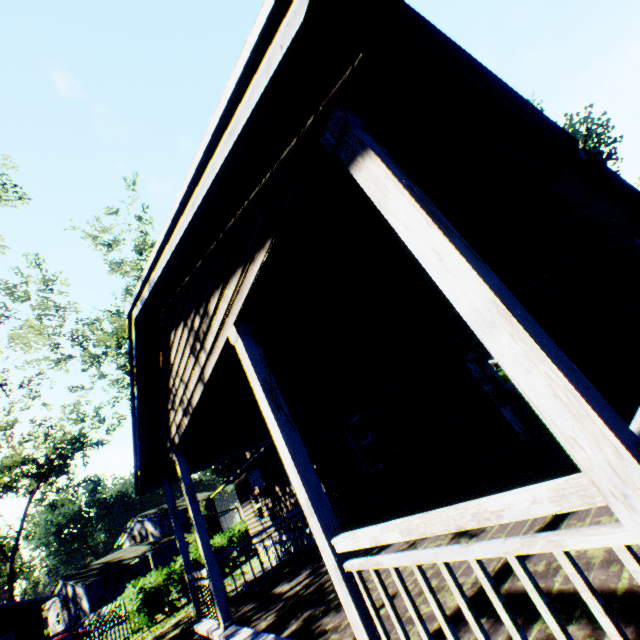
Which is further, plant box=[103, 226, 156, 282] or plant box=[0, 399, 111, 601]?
plant box=[0, 399, 111, 601]

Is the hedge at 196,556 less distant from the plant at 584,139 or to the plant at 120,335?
the plant at 120,335

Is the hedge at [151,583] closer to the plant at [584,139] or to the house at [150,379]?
the house at [150,379]

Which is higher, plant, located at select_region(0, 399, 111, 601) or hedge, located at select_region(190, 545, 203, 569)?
plant, located at select_region(0, 399, 111, 601)

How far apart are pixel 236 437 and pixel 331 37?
9.04m

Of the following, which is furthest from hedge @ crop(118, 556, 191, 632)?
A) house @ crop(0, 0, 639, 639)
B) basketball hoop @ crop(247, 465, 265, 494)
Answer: basketball hoop @ crop(247, 465, 265, 494)

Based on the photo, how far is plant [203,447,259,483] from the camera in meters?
46.5

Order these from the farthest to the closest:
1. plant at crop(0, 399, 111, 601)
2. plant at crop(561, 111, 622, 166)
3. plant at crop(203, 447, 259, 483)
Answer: plant at crop(203, 447, 259, 483), plant at crop(0, 399, 111, 601), plant at crop(561, 111, 622, 166)
